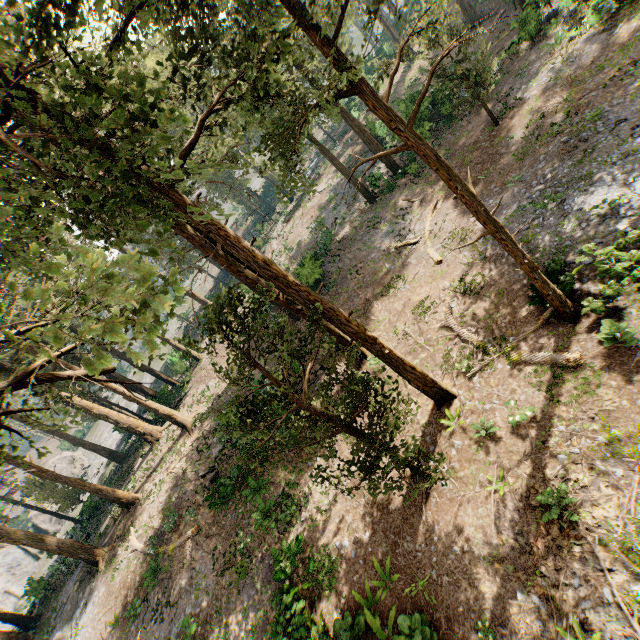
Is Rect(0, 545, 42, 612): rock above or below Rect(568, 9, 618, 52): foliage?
above

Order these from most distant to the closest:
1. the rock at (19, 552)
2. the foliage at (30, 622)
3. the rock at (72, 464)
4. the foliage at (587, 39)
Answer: the rock at (72, 464)
the rock at (19, 552)
the foliage at (30, 622)
the foliage at (587, 39)

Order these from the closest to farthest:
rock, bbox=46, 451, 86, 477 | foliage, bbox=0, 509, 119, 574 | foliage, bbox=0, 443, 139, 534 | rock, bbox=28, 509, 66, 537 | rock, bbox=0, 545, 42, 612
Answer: foliage, bbox=0, 509, 119, 574, foliage, bbox=0, 443, 139, 534, rock, bbox=0, 545, 42, 612, rock, bbox=28, 509, 66, 537, rock, bbox=46, 451, 86, 477

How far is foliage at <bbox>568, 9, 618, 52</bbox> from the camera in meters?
18.3

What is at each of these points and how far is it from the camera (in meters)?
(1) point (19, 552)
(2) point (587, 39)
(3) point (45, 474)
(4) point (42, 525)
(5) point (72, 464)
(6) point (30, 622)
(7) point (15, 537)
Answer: (1) rock, 45.97
(2) foliage, 19.19
(3) foliage, 21.36
(4) rock, 44.06
(5) rock, 50.41
(6) foliage, 25.30
(7) foliage, 19.58

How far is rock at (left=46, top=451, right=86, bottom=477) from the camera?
49.84m

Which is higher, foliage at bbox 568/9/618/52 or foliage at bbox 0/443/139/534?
foliage at bbox 0/443/139/534

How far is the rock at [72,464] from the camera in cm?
4984
